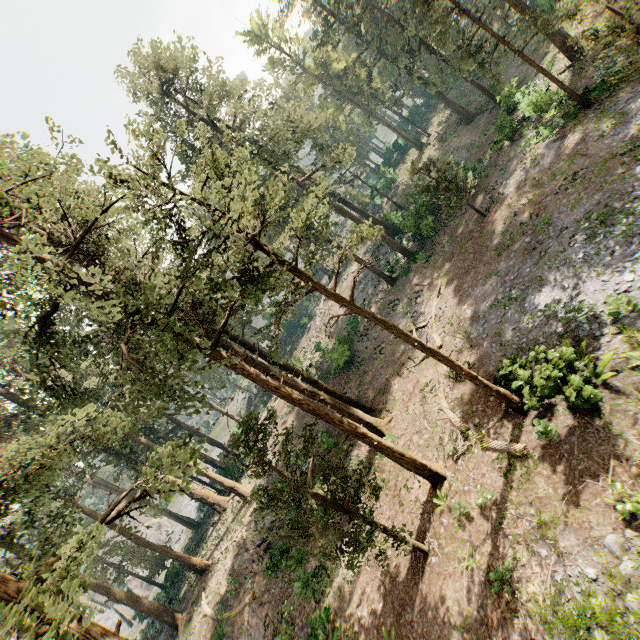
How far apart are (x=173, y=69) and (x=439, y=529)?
38.2 meters

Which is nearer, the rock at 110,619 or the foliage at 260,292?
the foliage at 260,292

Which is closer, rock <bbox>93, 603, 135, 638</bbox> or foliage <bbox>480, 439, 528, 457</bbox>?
foliage <bbox>480, 439, 528, 457</bbox>

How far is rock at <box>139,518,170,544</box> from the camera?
55.5 meters

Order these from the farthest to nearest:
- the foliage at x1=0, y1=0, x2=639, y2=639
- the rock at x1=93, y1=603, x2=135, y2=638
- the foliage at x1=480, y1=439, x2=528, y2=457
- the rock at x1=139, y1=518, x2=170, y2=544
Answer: the rock at x1=139, y1=518, x2=170, y2=544, the rock at x1=93, y1=603, x2=135, y2=638, the foliage at x1=480, y1=439, x2=528, y2=457, the foliage at x1=0, y1=0, x2=639, y2=639

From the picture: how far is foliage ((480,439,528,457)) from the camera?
12.05m
